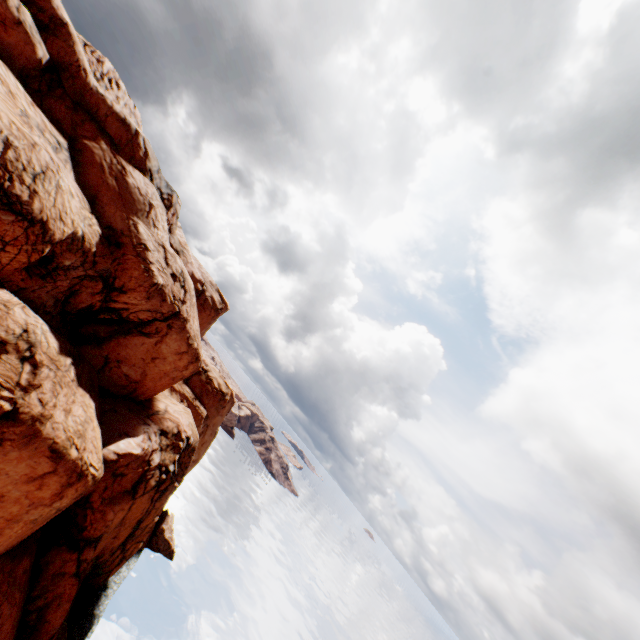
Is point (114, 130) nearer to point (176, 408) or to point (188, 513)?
point (176, 408)
